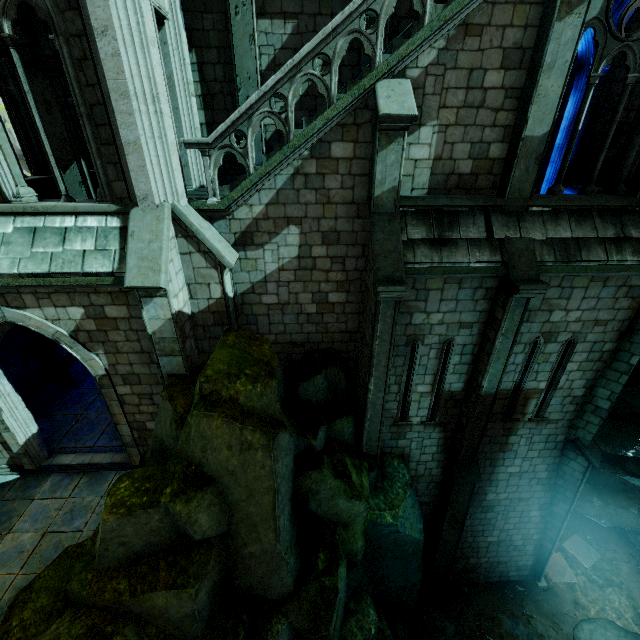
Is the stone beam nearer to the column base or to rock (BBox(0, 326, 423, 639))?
rock (BBox(0, 326, 423, 639))

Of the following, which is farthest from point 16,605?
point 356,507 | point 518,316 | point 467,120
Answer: point 467,120

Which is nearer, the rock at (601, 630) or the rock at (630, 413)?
the rock at (601, 630)

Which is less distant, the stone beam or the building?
the building

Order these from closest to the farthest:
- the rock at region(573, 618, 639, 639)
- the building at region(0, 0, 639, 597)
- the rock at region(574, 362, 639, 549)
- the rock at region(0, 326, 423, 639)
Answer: the rock at region(0, 326, 423, 639)
the building at region(0, 0, 639, 597)
the rock at region(573, 618, 639, 639)
the rock at region(574, 362, 639, 549)

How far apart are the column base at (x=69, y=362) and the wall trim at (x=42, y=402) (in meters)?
0.01

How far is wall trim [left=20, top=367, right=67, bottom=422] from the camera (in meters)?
11.12

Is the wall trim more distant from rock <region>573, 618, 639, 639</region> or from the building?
rock <region>573, 618, 639, 639</region>
